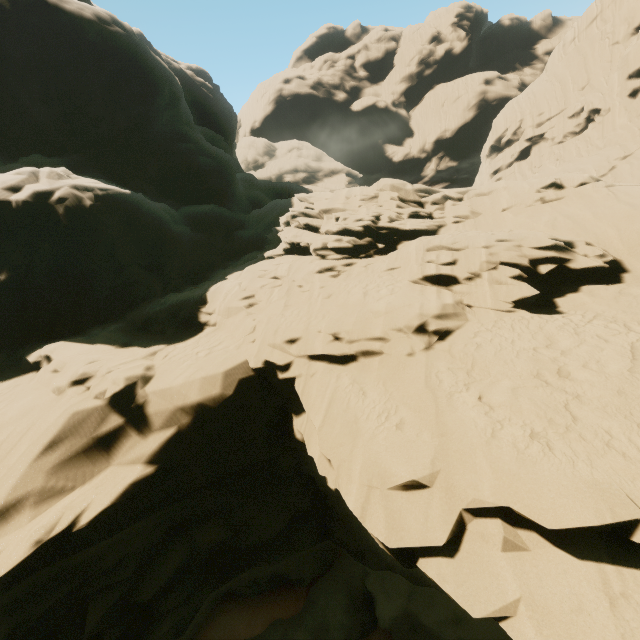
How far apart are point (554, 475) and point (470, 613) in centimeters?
210cm
